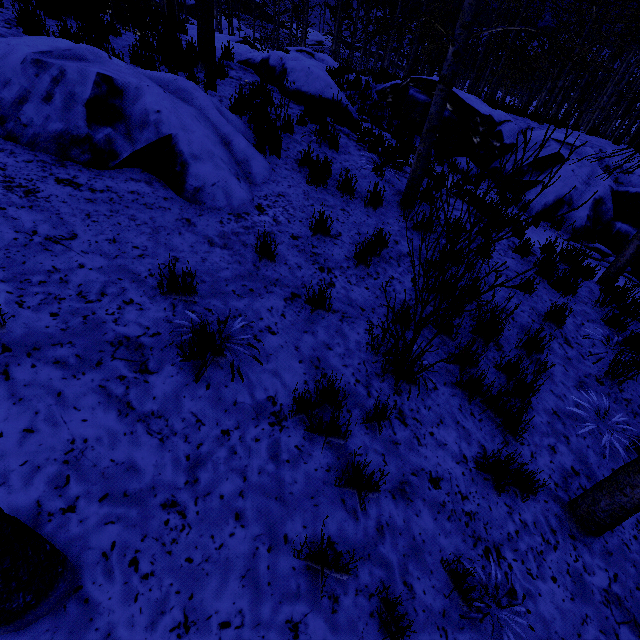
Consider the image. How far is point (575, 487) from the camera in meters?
3.2

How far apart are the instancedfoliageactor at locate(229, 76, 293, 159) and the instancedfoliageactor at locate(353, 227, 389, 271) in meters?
3.2 m

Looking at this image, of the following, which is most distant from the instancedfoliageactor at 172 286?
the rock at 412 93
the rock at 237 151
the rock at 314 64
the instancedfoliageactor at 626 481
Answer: the rock at 412 93

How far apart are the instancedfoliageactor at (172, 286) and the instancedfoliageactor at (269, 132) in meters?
4.2 m

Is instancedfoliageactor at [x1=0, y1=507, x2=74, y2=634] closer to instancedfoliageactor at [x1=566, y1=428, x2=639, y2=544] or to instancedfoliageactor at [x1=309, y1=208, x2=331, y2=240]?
instancedfoliageactor at [x1=309, y1=208, x2=331, y2=240]

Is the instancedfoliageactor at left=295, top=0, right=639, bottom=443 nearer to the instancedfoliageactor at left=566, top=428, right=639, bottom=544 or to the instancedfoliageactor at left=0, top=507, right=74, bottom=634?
the instancedfoliageactor at left=0, top=507, right=74, bottom=634

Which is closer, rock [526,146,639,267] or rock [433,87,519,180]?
rock [526,146,639,267]

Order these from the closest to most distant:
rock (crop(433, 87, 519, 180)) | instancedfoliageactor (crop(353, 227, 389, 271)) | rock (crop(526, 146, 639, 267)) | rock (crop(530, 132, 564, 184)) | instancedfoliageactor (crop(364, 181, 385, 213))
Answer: instancedfoliageactor (crop(353, 227, 389, 271))
instancedfoliageactor (crop(364, 181, 385, 213))
rock (crop(526, 146, 639, 267))
rock (crop(530, 132, 564, 184))
rock (crop(433, 87, 519, 180))
